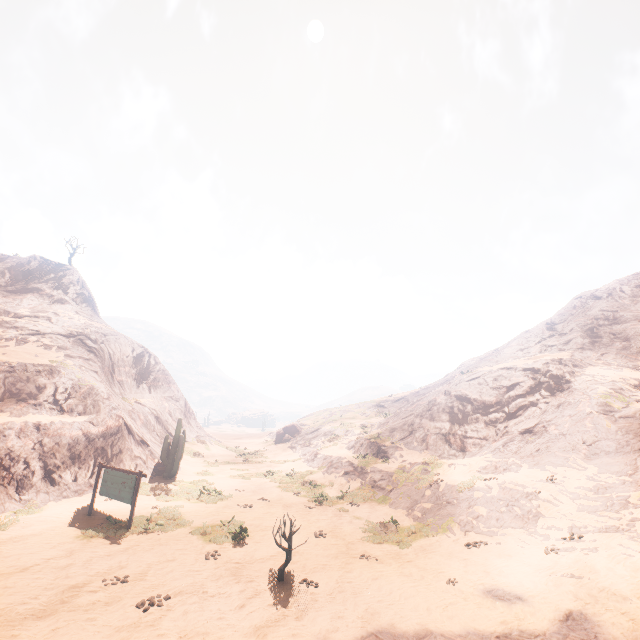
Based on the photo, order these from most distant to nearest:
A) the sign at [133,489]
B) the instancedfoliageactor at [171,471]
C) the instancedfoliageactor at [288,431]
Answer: the instancedfoliageactor at [288,431] < the instancedfoliageactor at [171,471] < the sign at [133,489]

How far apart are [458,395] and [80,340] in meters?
34.7

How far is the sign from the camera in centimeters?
1364cm

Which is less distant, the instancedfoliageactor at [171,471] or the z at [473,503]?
the z at [473,503]

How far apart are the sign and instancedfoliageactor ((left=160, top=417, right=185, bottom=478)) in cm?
742

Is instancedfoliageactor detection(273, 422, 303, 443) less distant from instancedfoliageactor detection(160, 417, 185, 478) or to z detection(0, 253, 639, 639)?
z detection(0, 253, 639, 639)

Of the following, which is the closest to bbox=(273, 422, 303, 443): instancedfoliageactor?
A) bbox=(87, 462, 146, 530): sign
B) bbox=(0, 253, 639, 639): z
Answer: bbox=(0, 253, 639, 639): z

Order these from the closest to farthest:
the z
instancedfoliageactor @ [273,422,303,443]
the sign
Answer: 1. the z
2. the sign
3. instancedfoliageactor @ [273,422,303,443]
